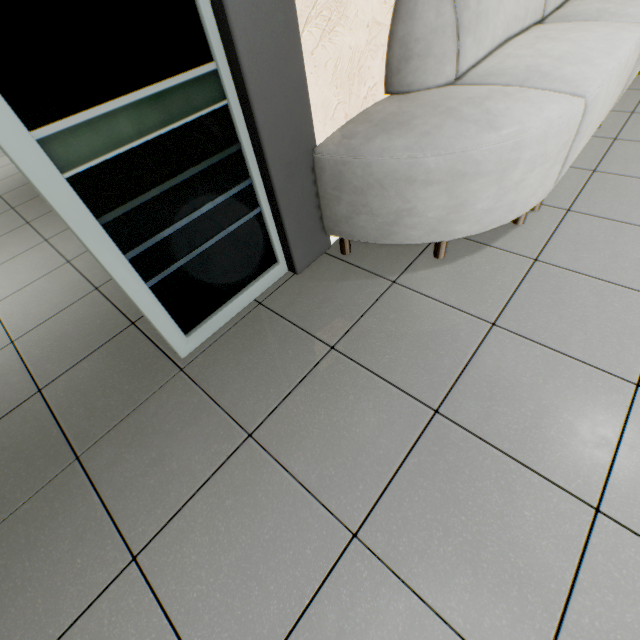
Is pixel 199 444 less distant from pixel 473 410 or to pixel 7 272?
pixel 473 410
